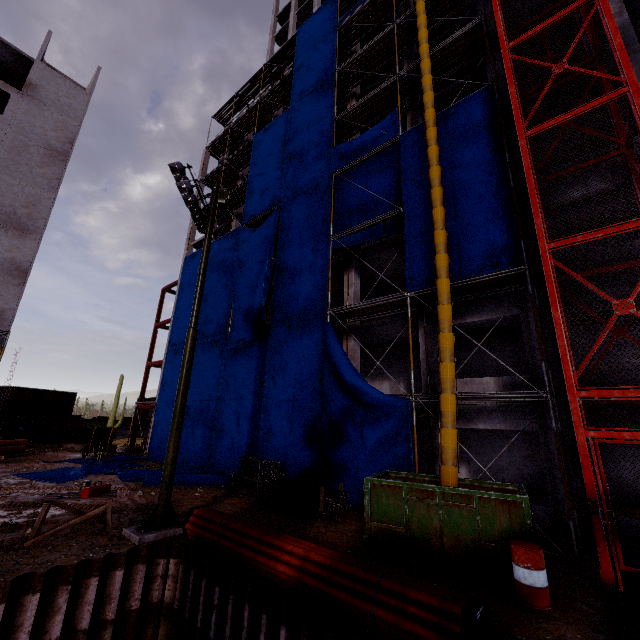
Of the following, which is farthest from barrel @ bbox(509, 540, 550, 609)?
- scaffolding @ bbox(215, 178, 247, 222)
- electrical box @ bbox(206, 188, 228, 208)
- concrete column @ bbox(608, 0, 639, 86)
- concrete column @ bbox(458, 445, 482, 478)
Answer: scaffolding @ bbox(215, 178, 247, 222)

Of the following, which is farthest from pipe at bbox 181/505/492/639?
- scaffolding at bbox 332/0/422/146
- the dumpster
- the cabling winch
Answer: scaffolding at bbox 332/0/422/146

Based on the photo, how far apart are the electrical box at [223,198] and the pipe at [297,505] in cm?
1061

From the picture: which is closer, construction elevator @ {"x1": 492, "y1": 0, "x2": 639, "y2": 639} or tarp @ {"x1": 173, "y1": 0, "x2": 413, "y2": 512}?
construction elevator @ {"x1": 492, "y1": 0, "x2": 639, "y2": 639}

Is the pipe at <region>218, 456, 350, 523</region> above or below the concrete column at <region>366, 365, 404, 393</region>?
below

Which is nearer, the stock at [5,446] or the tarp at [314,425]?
the tarp at [314,425]

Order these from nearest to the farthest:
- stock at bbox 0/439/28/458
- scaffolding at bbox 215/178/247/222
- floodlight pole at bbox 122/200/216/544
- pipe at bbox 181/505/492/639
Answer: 1. pipe at bbox 181/505/492/639
2. floodlight pole at bbox 122/200/216/544
3. stock at bbox 0/439/28/458
4. scaffolding at bbox 215/178/247/222

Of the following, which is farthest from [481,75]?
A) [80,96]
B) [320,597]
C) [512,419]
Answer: [80,96]
